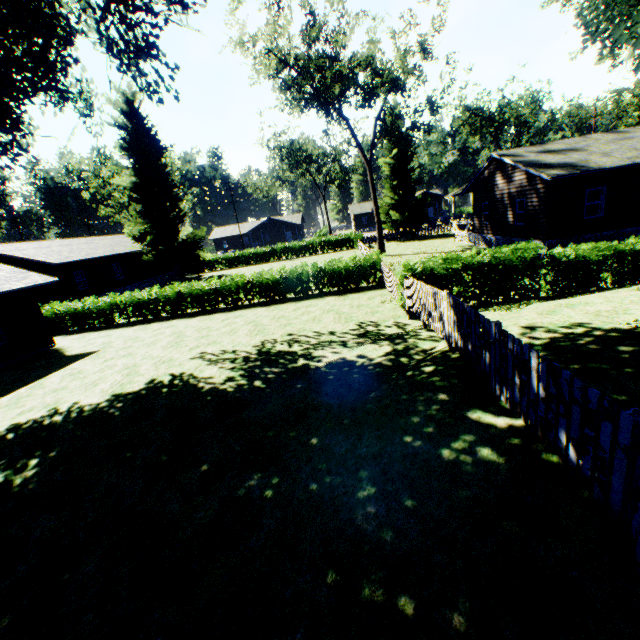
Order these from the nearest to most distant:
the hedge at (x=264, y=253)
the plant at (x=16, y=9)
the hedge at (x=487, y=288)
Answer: the plant at (x=16, y=9), the hedge at (x=487, y=288), the hedge at (x=264, y=253)

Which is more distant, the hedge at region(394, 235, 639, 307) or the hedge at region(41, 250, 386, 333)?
the hedge at region(41, 250, 386, 333)

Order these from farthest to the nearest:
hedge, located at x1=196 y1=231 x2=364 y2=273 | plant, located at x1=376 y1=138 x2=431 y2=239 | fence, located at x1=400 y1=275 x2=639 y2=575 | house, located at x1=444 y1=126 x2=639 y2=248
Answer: hedge, located at x1=196 y1=231 x2=364 y2=273 → plant, located at x1=376 y1=138 x2=431 y2=239 → house, located at x1=444 y1=126 x2=639 y2=248 → fence, located at x1=400 y1=275 x2=639 y2=575

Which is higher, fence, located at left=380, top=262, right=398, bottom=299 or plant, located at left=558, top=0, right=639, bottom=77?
plant, located at left=558, top=0, right=639, bottom=77

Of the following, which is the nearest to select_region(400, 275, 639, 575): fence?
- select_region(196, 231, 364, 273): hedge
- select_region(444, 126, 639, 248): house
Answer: select_region(196, 231, 364, 273): hedge

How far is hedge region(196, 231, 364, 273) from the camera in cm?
4331

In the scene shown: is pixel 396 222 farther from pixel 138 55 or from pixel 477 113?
pixel 138 55

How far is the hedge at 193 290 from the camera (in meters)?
19.30
